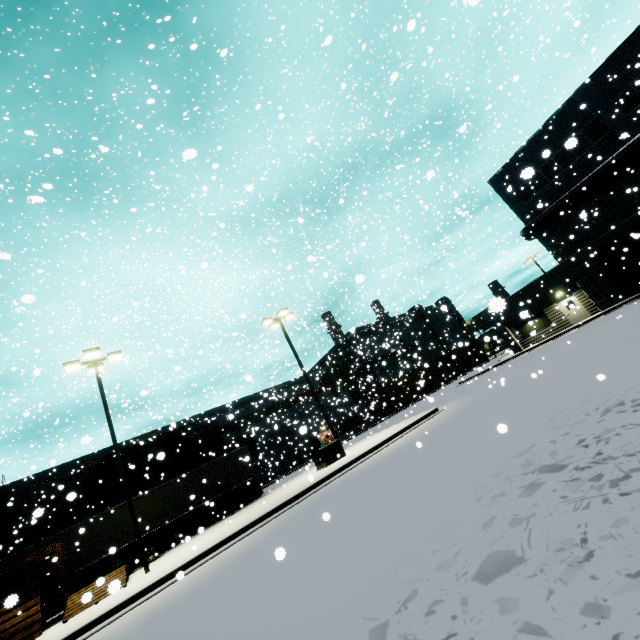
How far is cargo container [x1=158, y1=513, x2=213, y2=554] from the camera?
22.5 meters

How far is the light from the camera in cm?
1331

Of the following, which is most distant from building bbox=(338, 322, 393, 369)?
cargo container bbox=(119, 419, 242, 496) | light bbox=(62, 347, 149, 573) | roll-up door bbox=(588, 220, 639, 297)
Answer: cargo container bbox=(119, 419, 242, 496)

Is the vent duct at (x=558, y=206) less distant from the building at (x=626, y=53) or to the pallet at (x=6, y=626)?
the building at (x=626, y=53)

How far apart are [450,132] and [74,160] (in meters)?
41.84

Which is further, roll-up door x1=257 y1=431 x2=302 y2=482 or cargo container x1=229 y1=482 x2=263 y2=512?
roll-up door x1=257 y1=431 x2=302 y2=482

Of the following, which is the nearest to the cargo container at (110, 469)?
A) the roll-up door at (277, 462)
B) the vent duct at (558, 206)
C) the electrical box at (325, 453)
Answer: the roll-up door at (277, 462)

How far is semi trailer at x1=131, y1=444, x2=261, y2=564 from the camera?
17.9 meters
